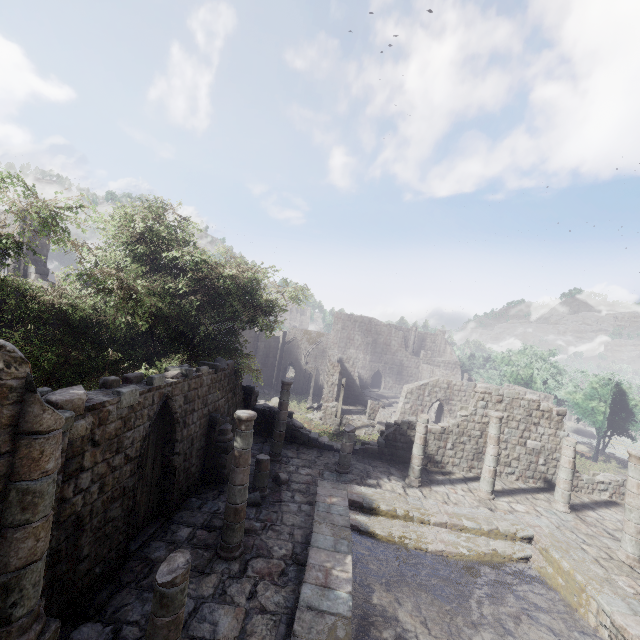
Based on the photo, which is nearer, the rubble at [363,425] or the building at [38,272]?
the building at [38,272]

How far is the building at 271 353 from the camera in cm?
4384

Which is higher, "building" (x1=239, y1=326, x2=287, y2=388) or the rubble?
"building" (x1=239, y1=326, x2=287, y2=388)

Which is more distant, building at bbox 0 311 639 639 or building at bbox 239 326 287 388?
building at bbox 239 326 287 388

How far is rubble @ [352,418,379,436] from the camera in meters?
28.4 m

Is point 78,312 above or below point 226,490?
above

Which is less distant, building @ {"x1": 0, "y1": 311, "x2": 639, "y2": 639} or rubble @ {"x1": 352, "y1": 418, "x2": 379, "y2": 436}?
building @ {"x1": 0, "y1": 311, "x2": 639, "y2": 639}
